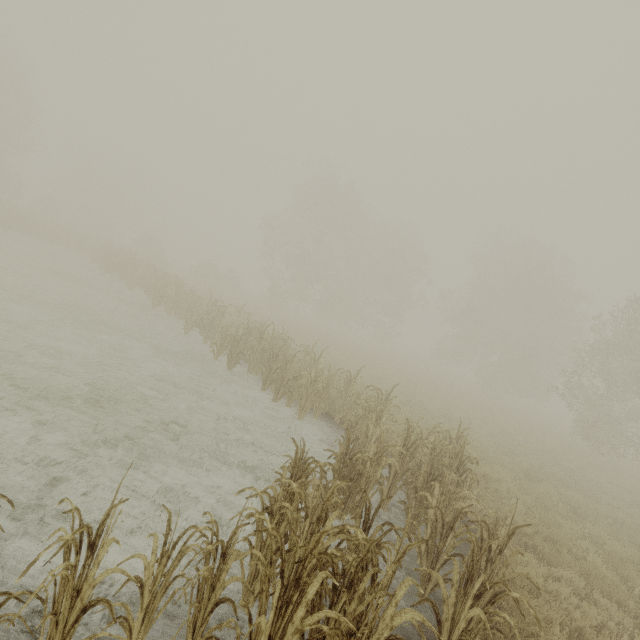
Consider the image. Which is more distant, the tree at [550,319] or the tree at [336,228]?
the tree at [336,228]

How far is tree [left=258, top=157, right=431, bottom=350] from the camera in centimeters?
3416cm

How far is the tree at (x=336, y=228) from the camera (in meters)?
34.16

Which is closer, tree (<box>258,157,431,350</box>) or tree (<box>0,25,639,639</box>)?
tree (<box>0,25,639,639</box>)

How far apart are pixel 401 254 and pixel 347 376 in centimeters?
3262cm
